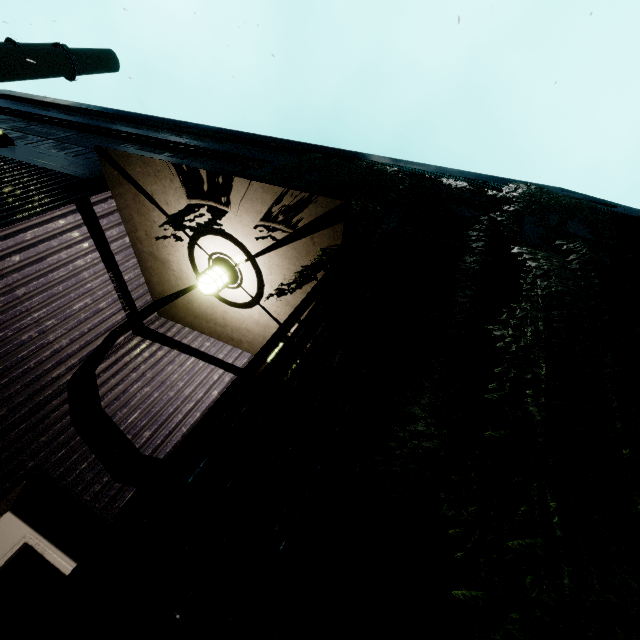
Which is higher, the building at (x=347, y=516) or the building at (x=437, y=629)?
the building at (x=347, y=516)

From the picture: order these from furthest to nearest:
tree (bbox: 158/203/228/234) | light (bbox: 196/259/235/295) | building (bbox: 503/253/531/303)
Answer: light (bbox: 196/259/235/295)
tree (bbox: 158/203/228/234)
building (bbox: 503/253/531/303)

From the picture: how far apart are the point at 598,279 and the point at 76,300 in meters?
5.2

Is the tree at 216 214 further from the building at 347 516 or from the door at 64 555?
the door at 64 555

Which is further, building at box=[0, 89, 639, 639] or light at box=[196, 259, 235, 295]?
light at box=[196, 259, 235, 295]

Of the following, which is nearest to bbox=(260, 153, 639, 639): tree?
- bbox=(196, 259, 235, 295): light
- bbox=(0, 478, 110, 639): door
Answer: bbox=(196, 259, 235, 295): light

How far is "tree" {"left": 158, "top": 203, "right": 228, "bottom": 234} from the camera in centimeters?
301cm

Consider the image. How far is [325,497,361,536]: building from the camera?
1.3m
